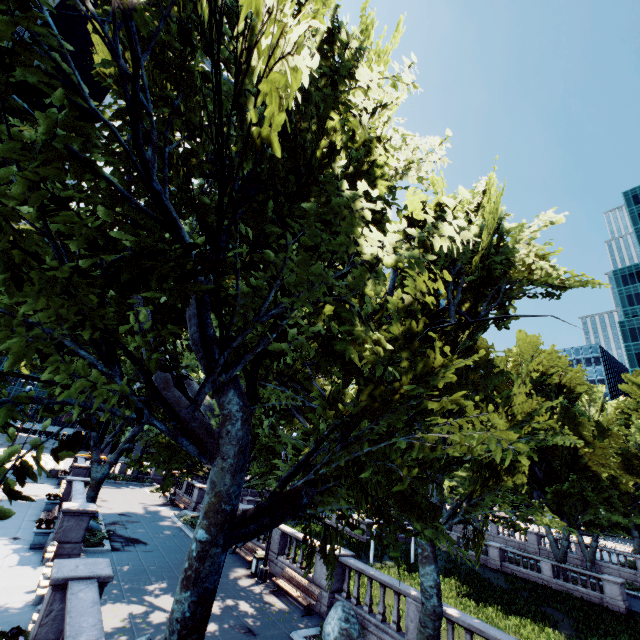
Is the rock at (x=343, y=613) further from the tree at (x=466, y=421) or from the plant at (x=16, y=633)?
the plant at (x=16, y=633)

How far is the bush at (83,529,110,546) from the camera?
16.9 meters

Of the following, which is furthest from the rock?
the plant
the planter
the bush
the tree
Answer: the planter

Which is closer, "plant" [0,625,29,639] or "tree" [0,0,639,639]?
"tree" [0,0,639,639]

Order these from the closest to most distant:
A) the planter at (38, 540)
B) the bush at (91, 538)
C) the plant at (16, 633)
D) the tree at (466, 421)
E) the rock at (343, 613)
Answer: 1. the tree at (466, 421)
2. the plant at (16, 633)
3. the rock at (343, 613)
4. the planter at (38, 540)
5. the bush at (91, 538)

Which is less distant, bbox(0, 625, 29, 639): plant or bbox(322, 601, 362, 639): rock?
bbox(0, 625, 29, 639): plant

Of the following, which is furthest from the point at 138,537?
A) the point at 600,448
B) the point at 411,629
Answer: the point at 600,448
